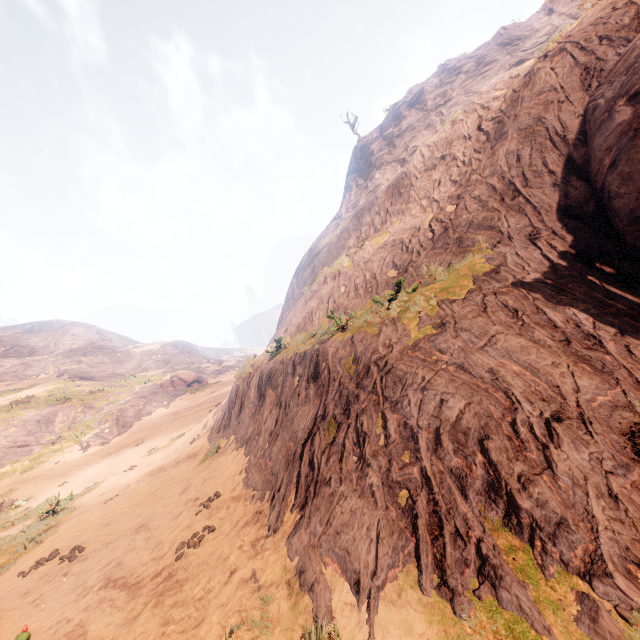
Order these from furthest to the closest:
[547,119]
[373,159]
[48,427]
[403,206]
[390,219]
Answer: [373,159], [48,427], [390,219], [403,206], [547,119]

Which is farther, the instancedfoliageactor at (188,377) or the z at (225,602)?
the instancedfoliageactor at (188,377)

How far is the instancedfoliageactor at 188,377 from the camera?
37.9m

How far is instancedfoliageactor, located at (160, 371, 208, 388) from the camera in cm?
3794

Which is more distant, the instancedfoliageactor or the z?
the instancedfoliageactor
